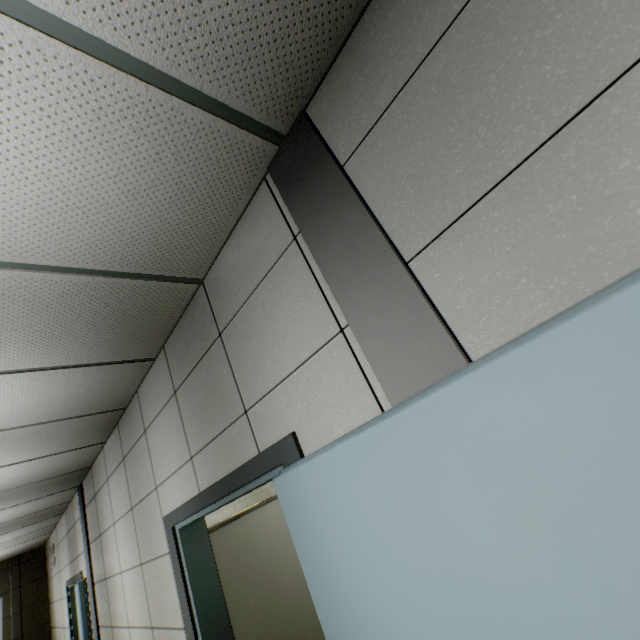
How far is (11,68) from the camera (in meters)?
0.90

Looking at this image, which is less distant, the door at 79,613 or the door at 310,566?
the door at 310,566

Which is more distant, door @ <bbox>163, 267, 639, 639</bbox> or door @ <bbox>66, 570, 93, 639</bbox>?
door @ <bbox>66, 570, 93, 639</bbox>
